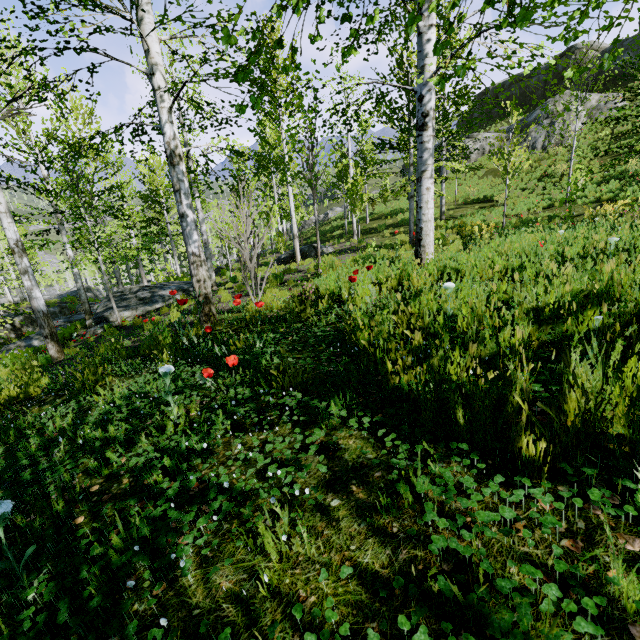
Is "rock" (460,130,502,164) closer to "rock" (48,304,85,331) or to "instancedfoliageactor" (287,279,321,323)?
"rock" (48,304,85,331)

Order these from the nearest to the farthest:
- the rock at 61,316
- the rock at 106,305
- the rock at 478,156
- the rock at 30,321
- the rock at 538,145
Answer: the rock at 106,305
the rock at 30,321
the rock at 61,316
the rock at 538,145
the rock at 478,156

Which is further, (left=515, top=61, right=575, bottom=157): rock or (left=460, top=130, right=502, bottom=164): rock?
(left=460, top=130, right=502, bottom=164): rock

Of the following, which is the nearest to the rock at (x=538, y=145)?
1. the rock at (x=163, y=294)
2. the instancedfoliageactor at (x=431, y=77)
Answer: the rock at (x=163, y=294)

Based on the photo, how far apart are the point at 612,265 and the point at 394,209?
27.4m

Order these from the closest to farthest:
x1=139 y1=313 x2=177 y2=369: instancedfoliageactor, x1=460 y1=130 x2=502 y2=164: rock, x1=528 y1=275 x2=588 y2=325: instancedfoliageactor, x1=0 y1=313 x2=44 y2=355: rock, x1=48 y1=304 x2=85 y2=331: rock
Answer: x1=528 y1=275 x2=588 y2=325: instancedfoliageactor
x1=139 y1=313 x2=177 y2=369: instancedfoliageactor
x1=0 y1=313 x2=44 y2=355: rock
x1=48 y1=304 x2=85 y2=331: rock
x1=460 y1=130 x2=502 y2=164: rock

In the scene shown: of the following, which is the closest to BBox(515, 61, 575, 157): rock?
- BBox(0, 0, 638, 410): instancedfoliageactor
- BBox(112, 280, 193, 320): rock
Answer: BBox(112, 280, 193, 320): rock

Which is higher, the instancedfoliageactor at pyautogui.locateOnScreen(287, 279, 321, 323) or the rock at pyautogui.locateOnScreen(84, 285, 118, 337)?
the instancedfoliageactor at pyautogui.locateOnScreen(287, 279, 321, 323)
